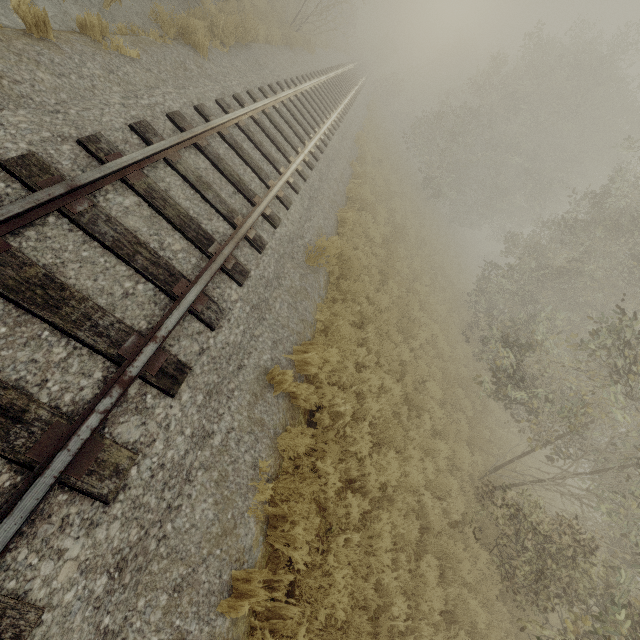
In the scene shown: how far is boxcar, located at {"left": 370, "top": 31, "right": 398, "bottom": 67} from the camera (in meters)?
55.25

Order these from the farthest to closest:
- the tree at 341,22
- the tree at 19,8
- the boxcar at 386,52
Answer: the boxcar at 386,52, the tree at 341,22, the tree at 19,8

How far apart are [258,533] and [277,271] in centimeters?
391cm

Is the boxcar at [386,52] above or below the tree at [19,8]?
above

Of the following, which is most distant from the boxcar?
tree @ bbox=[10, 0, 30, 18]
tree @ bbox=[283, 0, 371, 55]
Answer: tree @ bbox=[10, 0, 30, 18]

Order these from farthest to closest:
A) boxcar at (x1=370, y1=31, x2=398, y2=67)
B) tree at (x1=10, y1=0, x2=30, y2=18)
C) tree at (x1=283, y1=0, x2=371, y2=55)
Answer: boxcar at (x1=370, y1=31, x2=398, y2=67), tree at (x1=283, y1=0, x2=371, y2=55), tree at (x1=10, y1=0, x2=30, y2=18)
